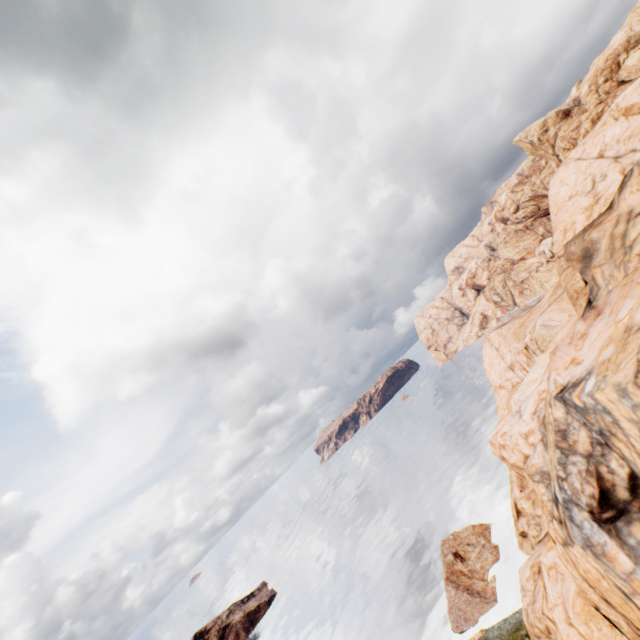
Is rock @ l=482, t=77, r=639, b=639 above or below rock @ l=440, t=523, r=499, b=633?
above

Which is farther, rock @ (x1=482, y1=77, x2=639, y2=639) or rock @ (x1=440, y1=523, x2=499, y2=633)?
rock @ (x1=440, y1=523, x2=499, y2=633)

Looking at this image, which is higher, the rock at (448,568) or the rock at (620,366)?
the rock at (620,366)

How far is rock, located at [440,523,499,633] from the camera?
35.6 meters

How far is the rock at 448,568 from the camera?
35.6 meters

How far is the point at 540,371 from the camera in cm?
2436
